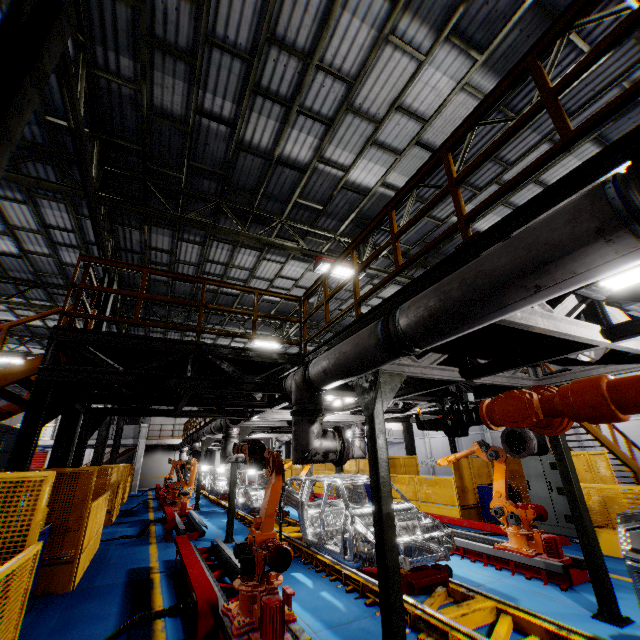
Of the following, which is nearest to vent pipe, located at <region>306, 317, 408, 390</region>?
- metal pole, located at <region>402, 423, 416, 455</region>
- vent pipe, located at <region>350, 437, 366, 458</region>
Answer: vent pipe, located at <region>350, 437, 366, 458</region>

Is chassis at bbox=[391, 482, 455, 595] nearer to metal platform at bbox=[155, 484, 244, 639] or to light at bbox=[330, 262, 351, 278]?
metal platform at bbox=[155, 484, 244, 639]

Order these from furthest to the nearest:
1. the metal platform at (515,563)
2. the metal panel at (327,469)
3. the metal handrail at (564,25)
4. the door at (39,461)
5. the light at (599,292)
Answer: the door at (39,461)
the metal panel at (327,469)
the metal platform at (515,563)
the light at (599,292)
the metal handrail at (564,25)

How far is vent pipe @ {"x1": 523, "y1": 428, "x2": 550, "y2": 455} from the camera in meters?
6.1

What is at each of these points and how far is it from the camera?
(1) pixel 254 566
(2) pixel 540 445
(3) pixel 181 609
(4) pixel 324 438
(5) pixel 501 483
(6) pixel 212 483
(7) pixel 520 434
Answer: (1) robot arm, 4.4 meters
(2) vent pipe, 6.1 meters
(3) plug, 4.3 meters
(4) vent pipe, 4.8 meters
(5) robot arm, 7.4 meters
(6) chassis, 19.2 meters
(7) pipe cover, 6.2 meters

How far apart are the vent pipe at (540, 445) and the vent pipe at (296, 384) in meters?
3.7 m

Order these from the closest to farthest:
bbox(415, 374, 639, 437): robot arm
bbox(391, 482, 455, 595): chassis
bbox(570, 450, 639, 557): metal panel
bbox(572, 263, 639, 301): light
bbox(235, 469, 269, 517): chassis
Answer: bbox(415, 374, 639, 437): robot arm < bbox(572, 263, 639, 301): light < bbox(391, 482, 455, 595): chassis < bbox(570, 450, 639, 557): metal panel < bbox(235, 469, 269, 517): chassis

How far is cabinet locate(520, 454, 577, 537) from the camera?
9.4 meters
